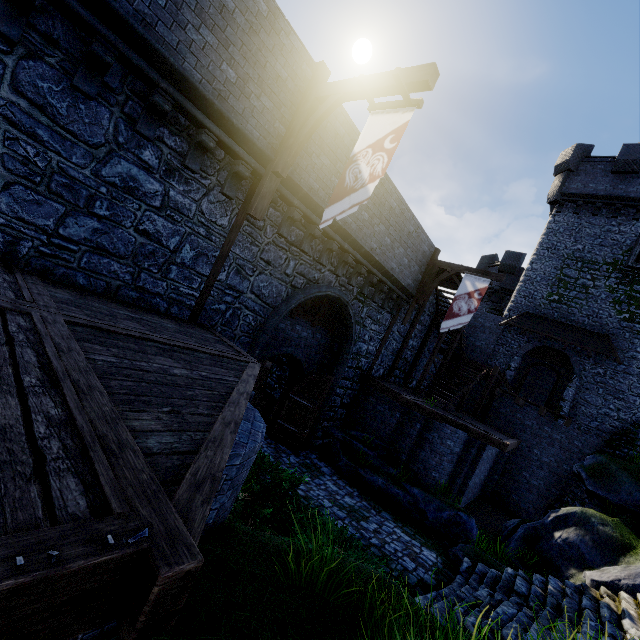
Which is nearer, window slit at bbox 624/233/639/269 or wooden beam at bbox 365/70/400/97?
wooden beam at bbox 365/70/400/97

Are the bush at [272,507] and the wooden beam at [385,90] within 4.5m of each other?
no

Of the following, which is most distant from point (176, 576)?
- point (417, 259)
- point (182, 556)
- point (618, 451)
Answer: point (618, 451)

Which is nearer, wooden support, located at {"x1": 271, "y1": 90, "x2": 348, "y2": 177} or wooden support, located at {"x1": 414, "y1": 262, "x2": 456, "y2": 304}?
wooden support, located at {"x1": 271, "y1": 90, "x2": 348, "y2": 177}

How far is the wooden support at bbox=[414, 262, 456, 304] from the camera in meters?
14.8 m

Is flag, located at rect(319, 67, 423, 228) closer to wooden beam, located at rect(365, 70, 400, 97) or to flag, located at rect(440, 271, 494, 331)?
wooden beam, located at rect(365, 70, 400, 97)

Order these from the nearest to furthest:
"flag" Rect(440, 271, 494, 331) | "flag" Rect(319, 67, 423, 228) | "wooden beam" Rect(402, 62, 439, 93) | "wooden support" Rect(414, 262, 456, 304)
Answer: "wooden beam" Rect(402, 62, 439, 93), "flag" Rect(319, 67, 423, 228), "flag" Rect(440, 271, 494, 331), "wooden support" Rect(414, 262, 456, 304)

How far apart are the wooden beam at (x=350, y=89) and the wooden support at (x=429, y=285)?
9.6 meters
